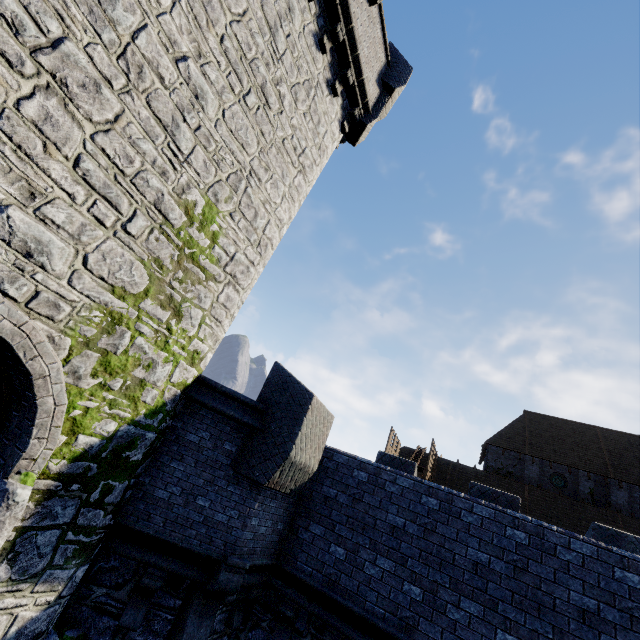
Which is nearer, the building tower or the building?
the building tower

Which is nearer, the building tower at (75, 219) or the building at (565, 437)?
the building tower at (75, 219)

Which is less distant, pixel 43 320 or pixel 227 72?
pixel 43 320
